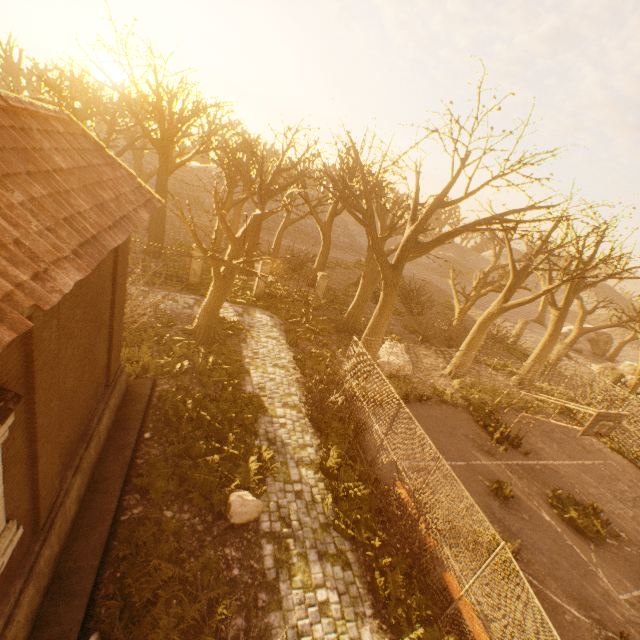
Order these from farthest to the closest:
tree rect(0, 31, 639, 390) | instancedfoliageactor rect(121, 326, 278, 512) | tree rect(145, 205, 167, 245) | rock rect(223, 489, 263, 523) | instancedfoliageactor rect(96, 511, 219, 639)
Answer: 1. tree rect(145, 205, 167, 245)
2. tree rect(0, 31, 639, 390)
3. instancedfoliageactor rect(121, 326, 278, 512)
4. rock rect(223, 489, 263, 523)
5. instancedfoliageactor rect(96, 511, 219, 639)

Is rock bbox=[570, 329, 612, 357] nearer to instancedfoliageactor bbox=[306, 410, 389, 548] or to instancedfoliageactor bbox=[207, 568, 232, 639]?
instancedfoliageactor bbox=[306, 410, 389, 548]

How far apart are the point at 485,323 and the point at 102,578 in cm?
1841

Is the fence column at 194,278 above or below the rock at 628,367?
below

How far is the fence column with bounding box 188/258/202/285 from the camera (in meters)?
18.97

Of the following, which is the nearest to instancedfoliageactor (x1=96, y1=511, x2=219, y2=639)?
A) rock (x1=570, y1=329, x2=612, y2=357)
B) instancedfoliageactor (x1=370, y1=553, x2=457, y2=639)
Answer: instancedfoliageactor (x1=370, y1=553, x2=457, y2=639)

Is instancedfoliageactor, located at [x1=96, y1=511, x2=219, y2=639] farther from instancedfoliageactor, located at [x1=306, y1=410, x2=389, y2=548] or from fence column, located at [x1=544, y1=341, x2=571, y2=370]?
fence column, located at [x1=544, y1=341, x2=571, y2=370]

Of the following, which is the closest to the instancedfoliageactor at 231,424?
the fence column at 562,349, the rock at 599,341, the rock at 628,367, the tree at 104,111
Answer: the tree at 104,111
